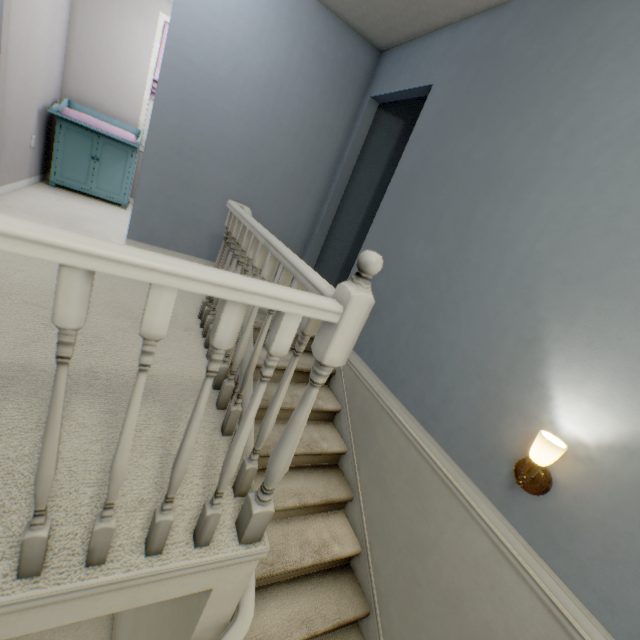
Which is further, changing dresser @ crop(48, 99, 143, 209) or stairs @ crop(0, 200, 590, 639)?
changing dresser @ crop(48, 99, 143, 209)

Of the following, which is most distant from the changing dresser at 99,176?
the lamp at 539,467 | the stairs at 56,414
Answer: the lamp at 539,467

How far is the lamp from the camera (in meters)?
1.25

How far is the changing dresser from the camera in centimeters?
366cm

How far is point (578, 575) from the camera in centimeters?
120cm

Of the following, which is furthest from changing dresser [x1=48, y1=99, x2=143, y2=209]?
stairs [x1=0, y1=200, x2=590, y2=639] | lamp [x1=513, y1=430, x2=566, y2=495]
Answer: lamp [x1=513, y1=430, x2=566, y2=495]

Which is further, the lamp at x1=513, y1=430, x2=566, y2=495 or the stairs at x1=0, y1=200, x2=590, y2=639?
the lamp at x1=513, y1=430, x2=566, y2=495
